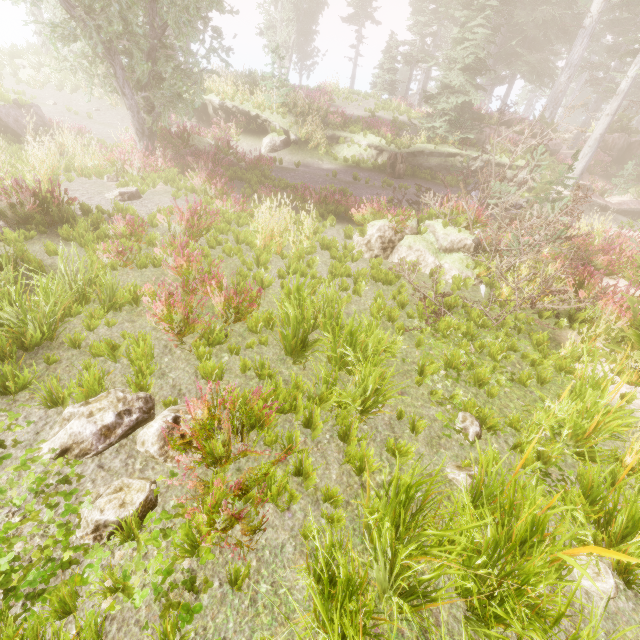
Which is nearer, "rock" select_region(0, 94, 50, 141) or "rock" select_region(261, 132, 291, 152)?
"rock" select_region(0, 94, 50, 141)

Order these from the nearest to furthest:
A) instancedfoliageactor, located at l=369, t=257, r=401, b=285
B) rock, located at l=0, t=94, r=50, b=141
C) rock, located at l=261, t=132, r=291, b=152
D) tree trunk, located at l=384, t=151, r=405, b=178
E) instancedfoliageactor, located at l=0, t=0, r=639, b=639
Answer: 1. instancedfoliageactor, located at l=0, t=0, r=639, b=639
2. instancedfoliageactor, located at l=369, t=257, r=401, b=285
3. rock, located at l=0, t=94, r=50, b=141
4. tree trunk, located at l=384, t=151, r=405, b=178
5. rock, located at l=261, t=132, r=291, b=152

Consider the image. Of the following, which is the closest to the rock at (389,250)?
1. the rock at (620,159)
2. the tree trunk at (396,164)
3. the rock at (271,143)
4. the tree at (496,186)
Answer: the tree at (496,186)

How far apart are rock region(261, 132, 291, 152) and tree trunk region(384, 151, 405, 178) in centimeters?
554cm

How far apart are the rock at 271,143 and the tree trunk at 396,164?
5.5 meters

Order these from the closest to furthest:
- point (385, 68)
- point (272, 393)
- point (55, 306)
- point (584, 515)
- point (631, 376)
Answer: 1. point (584, 515)
2. point (272, 393)
3. point (55, 306)
4. point (631, 376)
5. point (385, 68)

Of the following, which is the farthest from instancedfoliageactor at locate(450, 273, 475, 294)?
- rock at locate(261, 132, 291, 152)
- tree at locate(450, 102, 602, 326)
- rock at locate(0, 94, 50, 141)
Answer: rock at locate(261, 132, 291, 152)

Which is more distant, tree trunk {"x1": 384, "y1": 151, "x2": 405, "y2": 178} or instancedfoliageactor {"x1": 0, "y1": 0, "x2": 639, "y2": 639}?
tree trunk {"x1": 384, "y1": 151, "x2": 405, "y2": 178}
